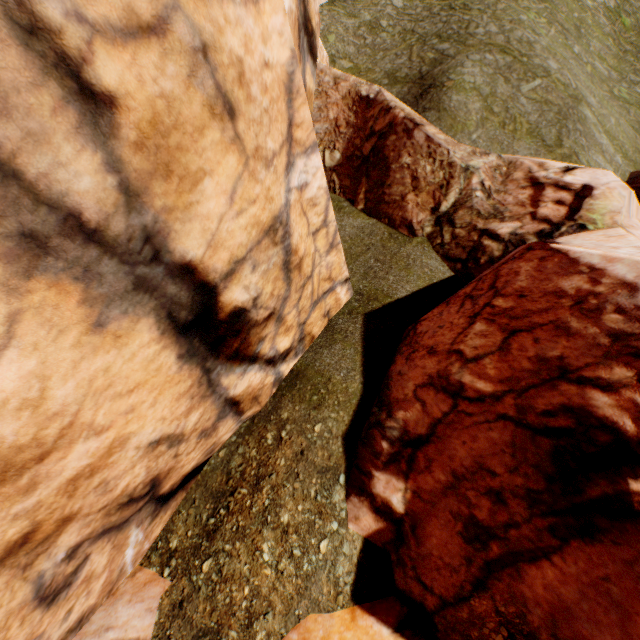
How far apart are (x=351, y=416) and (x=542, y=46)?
19.5m
